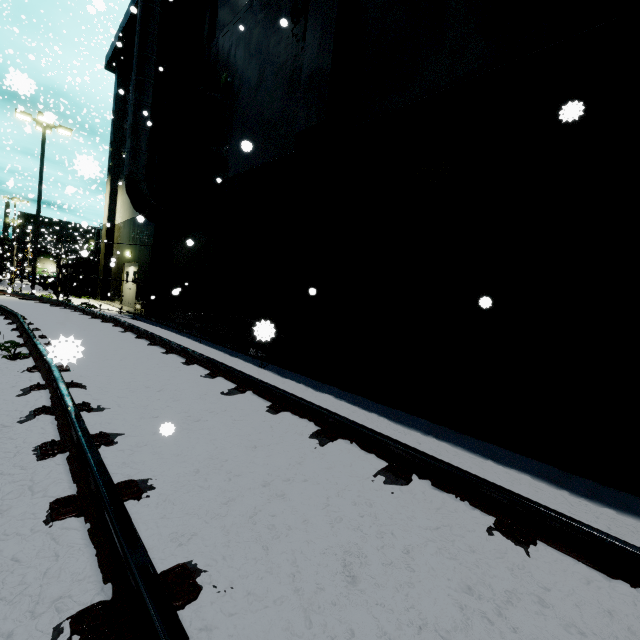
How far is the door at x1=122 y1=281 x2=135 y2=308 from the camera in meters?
17.2 m

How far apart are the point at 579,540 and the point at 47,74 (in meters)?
67.14

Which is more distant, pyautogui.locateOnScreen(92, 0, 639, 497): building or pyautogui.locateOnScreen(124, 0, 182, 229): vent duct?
pyautogui.locateOnScreen(124, 0, 182, 229): vent duct

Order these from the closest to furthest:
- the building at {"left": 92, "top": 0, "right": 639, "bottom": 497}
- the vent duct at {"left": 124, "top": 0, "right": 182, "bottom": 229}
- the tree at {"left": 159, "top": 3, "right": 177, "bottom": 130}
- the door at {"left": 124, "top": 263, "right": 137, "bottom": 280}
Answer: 1. the building at {"left": 92, "top": 0, "right": 639, "bottom": 497}
2. the vent duct at {"left": 124, "top": 0, "right": 182, "bottom": 229}
3. the tree at {"left": 159, "top": 3, "right": 177, "bottom": 130}
4. the door at {"left": 124, "top": 263, "right": 137, "bottom": 280}

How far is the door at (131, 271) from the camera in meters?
17.2

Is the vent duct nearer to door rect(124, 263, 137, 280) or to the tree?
the tree

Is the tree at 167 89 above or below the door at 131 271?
above
